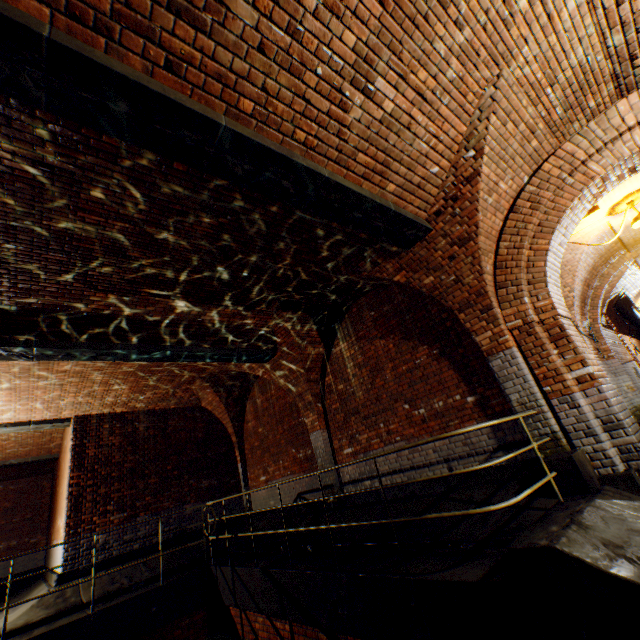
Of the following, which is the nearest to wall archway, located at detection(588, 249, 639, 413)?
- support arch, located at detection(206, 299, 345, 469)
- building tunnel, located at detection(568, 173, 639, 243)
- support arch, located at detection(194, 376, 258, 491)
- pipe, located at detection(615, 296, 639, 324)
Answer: building tunnel, located at detection(568, 173, 639, 243)

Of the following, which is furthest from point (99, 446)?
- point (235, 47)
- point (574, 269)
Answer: point (574, 269)

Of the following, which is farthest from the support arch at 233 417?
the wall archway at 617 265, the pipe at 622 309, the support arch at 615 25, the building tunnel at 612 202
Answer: the pipe at 622 309

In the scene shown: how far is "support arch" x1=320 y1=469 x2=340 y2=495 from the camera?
7.7m

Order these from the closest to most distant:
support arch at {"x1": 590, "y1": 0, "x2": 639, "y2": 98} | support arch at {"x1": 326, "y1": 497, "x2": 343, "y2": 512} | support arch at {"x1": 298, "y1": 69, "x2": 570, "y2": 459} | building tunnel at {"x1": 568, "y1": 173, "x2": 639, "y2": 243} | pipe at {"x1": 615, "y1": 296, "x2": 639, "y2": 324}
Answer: support arch at {"x1": 590, "y1": 0, "x2": 639, "y2": 98} < support arch at {"x1": 298, "y1": 69, "x2": 570, "y2": 459} < building tunnel at {"x1": 568, "y1": 173, "x2": 639, "y2": 243} < support arch at {"x1": 326, "y1": 497, "x2": 343, "y2": 512} < pipe at {"x1": 615, "y1": 296, "x2": 639, "y2": 324}

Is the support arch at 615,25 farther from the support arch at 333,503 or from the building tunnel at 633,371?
the support arch at 333,503

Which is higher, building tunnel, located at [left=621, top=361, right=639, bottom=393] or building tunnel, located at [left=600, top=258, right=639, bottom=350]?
building tunnel, located at [left=600, top=258, right=639, bottom=350]
